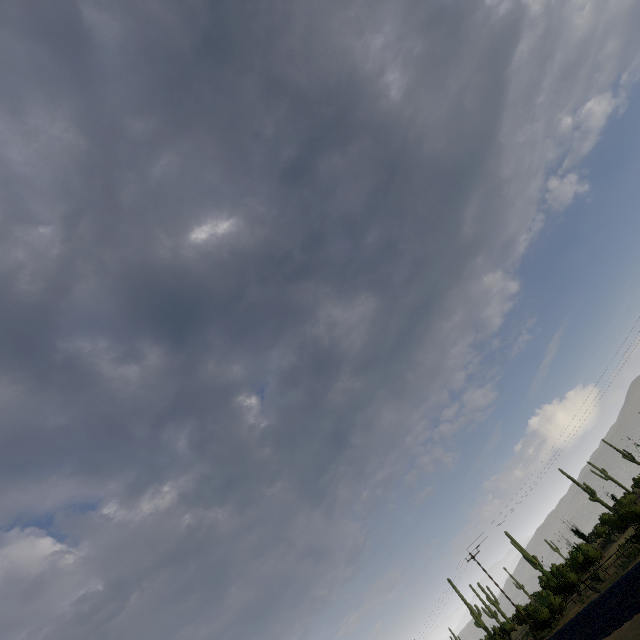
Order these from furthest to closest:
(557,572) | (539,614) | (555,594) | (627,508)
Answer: (557,572) < (627,508) < (555,594) < (539,614)
